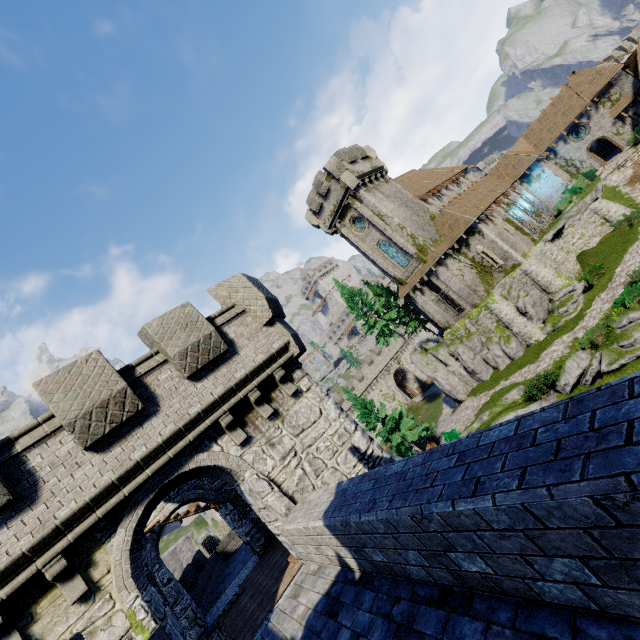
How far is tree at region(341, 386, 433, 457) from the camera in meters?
29.0

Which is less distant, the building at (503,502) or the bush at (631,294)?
the building at (503,502)

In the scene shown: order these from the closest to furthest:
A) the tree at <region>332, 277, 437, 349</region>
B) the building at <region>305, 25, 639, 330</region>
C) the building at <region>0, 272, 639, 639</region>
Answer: the building at <region>0, 272, 639, 639</region>, the building at <region>305, 25, 639, 330</region>, the tree at <region>332, 277, 437, 349</region>

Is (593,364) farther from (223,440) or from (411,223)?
(223,440)

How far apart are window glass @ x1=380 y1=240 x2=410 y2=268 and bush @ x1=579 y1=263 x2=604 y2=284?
13.42m

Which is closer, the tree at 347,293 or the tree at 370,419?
the tree at 370,419

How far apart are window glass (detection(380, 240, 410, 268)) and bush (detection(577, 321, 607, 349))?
15.10m

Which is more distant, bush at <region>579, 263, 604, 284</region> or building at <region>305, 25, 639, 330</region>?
building at <region>305, 25, 639, 330</region>
